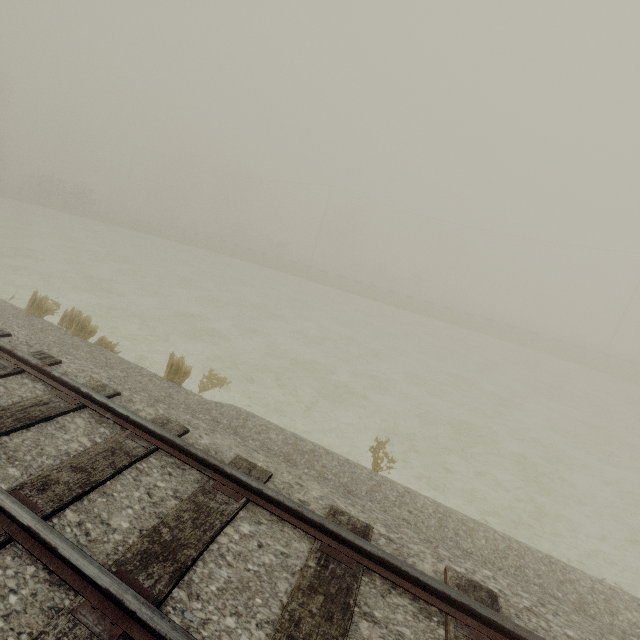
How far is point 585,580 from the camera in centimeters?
419cm
